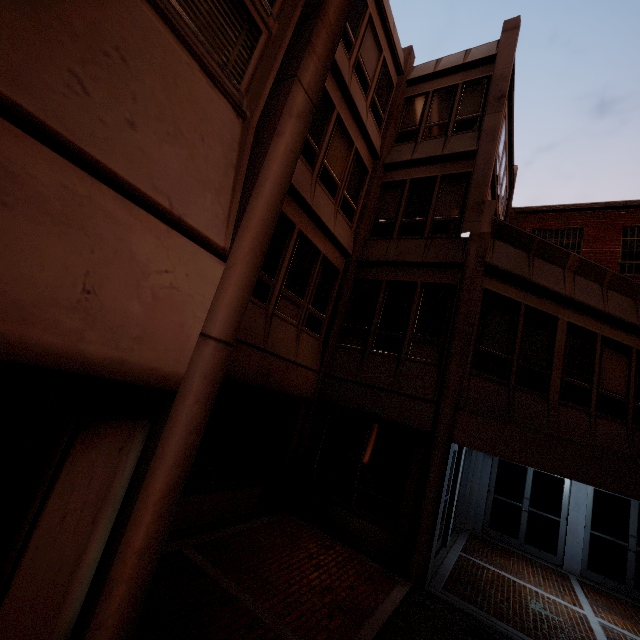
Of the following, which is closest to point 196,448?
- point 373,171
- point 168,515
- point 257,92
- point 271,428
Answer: point 168,515
